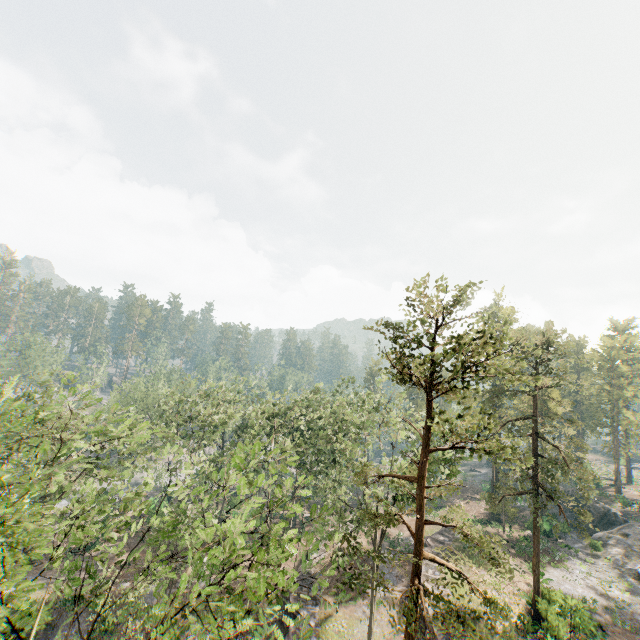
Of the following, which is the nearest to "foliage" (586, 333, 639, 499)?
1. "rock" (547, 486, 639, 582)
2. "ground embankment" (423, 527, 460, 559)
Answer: "rock" (547, 486, 639, 582)

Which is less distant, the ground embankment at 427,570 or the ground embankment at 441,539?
the ground embankment at 427,570

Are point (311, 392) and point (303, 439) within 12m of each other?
yes

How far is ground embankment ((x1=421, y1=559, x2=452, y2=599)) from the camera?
27.9 meters

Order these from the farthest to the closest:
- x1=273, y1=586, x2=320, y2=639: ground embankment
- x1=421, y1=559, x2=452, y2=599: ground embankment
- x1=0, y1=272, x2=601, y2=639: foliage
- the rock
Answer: the rock
x1=421, y1=559, x2=452, y2=599: ground embankment
x1=273, y1=586, x2=320, y2=639: ground embankment
x1=0, y1=272, x2=601, y2=639: foliage

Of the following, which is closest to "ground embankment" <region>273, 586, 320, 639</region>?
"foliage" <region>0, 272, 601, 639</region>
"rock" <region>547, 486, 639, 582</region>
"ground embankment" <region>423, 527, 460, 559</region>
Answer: "foliage" <region>0, 272, 601, 639</region>

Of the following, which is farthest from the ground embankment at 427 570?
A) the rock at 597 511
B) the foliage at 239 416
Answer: the rock at 597 511
